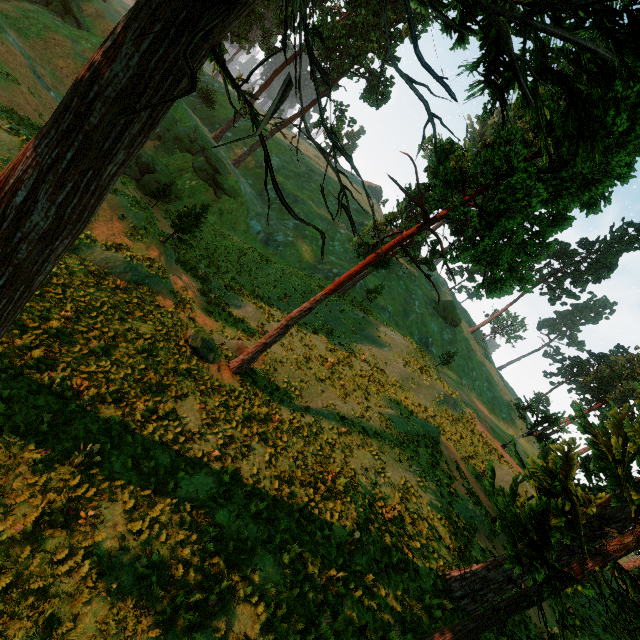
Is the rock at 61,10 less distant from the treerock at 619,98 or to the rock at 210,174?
the treerock at 619,98

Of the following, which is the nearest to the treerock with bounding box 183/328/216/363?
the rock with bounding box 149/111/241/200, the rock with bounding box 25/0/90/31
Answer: the rock with bounding box 25/0/90/31

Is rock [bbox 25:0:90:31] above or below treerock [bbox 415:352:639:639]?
below

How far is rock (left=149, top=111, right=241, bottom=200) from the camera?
35.66m

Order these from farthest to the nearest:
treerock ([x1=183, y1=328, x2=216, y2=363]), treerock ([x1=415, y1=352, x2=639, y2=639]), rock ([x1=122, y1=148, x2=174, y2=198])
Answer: rock ([x1=122, y1=148, x2=174, y2=198]) → treerock ([x1=183, y1=328, x2=216, y2=363]) → treerock ([x1=415, y1=352, x2=639, y2=639])

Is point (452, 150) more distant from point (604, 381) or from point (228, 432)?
point (604, 381)

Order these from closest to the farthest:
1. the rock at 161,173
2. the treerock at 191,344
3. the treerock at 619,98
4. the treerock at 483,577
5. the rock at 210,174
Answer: the treerock at 619,98 < the treerock at 483,577 < the treerock at 191,344 < the rock at 161,173 < the rock at 210,174

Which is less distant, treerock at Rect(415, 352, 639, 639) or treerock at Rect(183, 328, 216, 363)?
treerock at Rect(415, 352, 639, 639)
